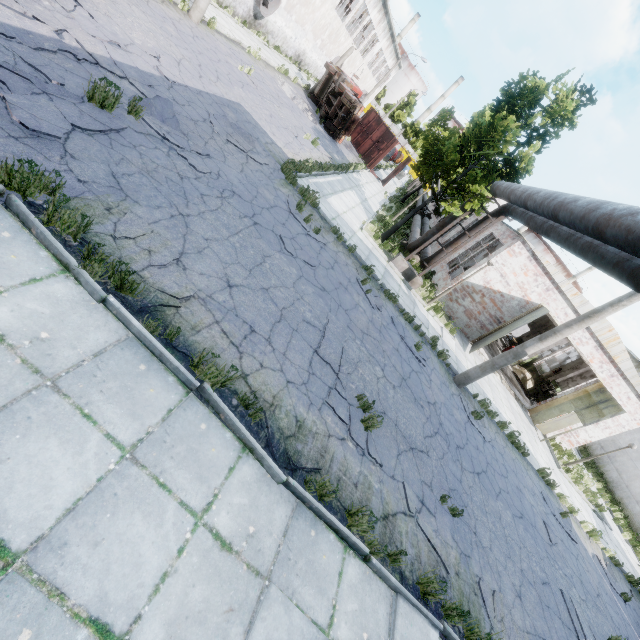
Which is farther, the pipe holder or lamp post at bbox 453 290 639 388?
the pipe holder

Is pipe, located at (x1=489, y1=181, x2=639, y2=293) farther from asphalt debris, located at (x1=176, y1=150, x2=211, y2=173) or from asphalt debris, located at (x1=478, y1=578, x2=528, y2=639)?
asphalt debris, located at (x1=176, y1=150, x2=211, y2=173)

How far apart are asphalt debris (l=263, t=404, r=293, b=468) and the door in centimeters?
1675cm

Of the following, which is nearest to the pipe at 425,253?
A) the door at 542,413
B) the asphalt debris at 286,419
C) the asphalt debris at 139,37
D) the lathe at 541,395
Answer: the asphalt debris at 286,419

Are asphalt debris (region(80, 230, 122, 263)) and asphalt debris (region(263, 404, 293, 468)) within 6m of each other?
yes

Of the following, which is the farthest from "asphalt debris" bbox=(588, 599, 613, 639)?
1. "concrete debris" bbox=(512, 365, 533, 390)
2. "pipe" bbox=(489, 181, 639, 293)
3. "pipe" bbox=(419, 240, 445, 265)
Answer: "concrete debris" bbox=(512, 365, 533, 390)

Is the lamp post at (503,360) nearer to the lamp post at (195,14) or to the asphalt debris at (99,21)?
the asphalt debris at (99,21)

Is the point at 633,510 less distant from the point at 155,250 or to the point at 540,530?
the point at 540,530
